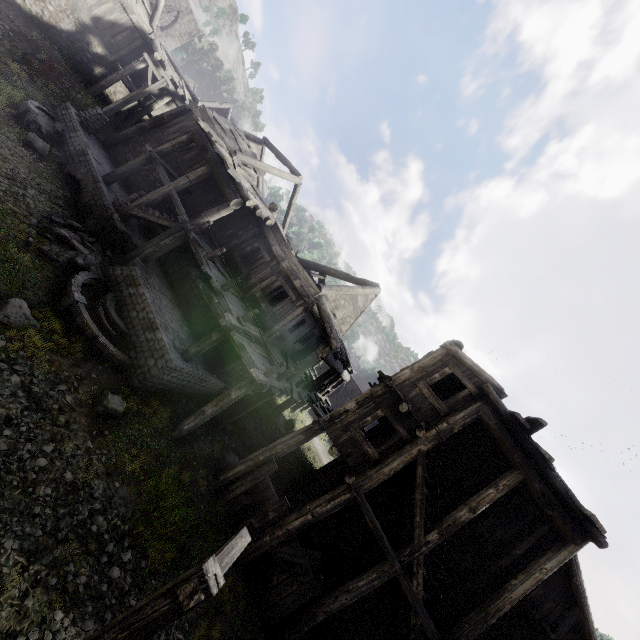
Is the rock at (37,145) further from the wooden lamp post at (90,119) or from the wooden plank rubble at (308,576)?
the wooden plank rubble at (308,576)

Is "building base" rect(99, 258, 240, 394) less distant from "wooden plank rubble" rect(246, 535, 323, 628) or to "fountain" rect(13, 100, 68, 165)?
"fountain" rect(13, 100, 68, 165)

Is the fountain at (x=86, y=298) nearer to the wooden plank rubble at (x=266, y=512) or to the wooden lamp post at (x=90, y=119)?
the wooden plank rubble at (x=266, y=512)

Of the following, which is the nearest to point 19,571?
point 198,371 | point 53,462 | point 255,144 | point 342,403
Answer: point 53,462

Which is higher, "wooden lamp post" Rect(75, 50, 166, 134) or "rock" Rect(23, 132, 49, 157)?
"wooden lamp post" Rect(75, 50, 166, 134)

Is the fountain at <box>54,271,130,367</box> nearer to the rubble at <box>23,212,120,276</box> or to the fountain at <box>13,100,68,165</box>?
the rubble at <box>23,212,120,276</box>

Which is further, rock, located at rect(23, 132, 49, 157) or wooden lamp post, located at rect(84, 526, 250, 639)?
rock, located at rect(23, 132, 49, 157)

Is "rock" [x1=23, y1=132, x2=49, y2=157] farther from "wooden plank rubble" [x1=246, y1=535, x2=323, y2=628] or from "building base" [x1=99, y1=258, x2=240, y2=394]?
"wooden plank rubble" [x1=246, y1=535, x2=323, y2=628]
